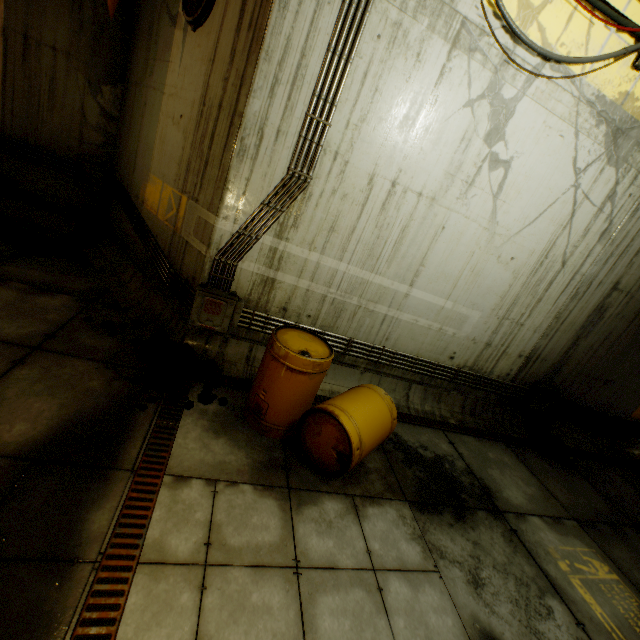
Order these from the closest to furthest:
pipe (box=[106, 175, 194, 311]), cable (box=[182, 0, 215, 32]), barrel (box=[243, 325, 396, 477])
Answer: barrel (box=[243, 325, 396, 477]) → cable (box=[182, 0, 215, 32]) → pipe (box=[106, 175, 194, 311])

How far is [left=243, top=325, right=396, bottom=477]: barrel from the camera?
3.5m

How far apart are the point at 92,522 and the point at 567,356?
7.73m

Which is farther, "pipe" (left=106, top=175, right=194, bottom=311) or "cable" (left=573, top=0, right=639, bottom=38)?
"pipe" (left=106, top=175, right=194, bottom=311)

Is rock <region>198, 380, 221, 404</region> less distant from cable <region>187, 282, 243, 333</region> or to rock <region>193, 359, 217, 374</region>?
rock <region>193, 359, 217, 374</region>

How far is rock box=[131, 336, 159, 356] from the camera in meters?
4.4

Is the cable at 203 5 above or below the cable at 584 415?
above

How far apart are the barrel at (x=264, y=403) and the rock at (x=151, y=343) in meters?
0.7 m
